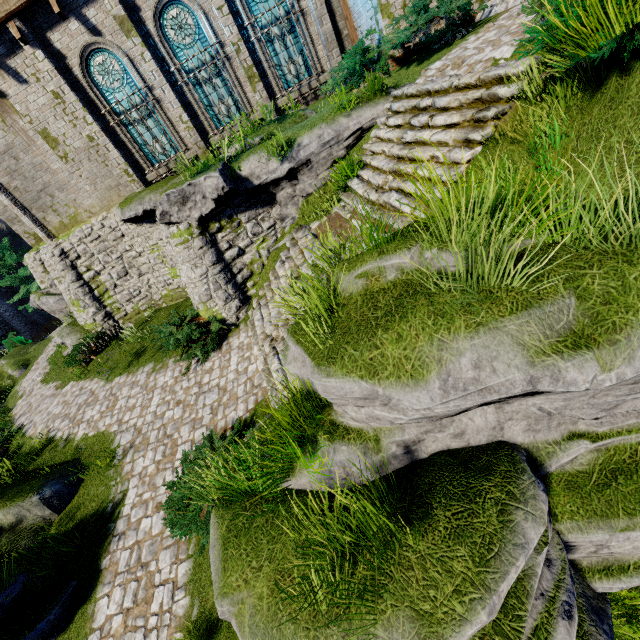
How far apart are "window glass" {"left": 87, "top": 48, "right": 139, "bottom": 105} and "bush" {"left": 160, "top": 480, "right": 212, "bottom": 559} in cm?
1137

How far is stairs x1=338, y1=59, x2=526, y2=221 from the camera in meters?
5.5 m

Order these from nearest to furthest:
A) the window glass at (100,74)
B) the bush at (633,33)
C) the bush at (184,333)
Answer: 1. the bush at (633,33)
2. the bush at (184,333)
3. the window glass at (100,74)

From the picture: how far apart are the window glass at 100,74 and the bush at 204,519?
11.4m

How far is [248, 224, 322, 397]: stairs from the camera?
7.50m

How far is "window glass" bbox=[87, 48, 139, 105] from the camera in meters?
11.0

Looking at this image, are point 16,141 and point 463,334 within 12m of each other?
no

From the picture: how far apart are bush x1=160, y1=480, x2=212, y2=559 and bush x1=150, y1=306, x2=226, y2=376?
2.99m
